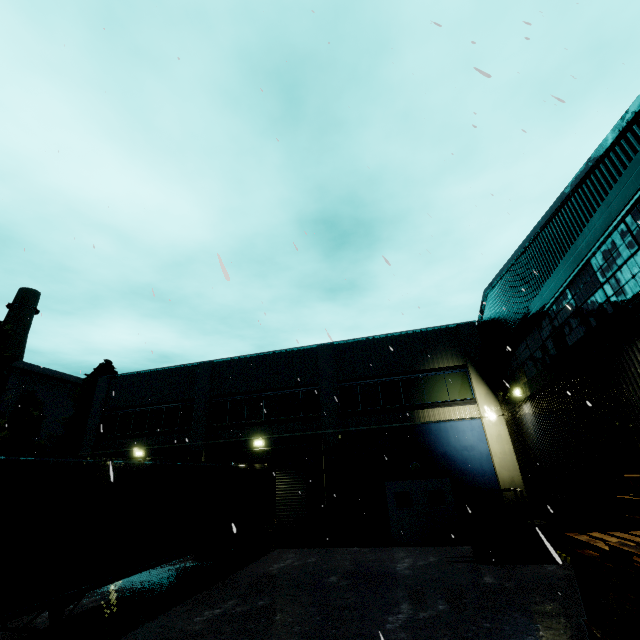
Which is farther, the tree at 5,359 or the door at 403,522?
the tree at 5,359

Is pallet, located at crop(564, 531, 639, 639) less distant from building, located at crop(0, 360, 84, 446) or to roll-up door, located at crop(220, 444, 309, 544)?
building, located at crop(0, 360, 84, 446)

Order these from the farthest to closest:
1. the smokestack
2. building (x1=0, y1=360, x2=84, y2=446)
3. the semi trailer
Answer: the smokestack → building (x1=0, y1=360, x2=84, y2=446) → the semi trailer

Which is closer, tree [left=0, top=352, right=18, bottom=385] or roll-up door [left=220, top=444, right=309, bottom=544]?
roll-up door [left=220, top=444, right=309, bottom=544]

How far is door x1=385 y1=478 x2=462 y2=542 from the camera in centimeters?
1430cm

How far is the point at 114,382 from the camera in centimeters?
2234cm

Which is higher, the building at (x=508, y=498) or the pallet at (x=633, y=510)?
the pallet at (x=633, y=510)

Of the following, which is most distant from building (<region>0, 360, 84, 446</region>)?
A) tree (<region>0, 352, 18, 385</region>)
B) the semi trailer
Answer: the semi trailer
